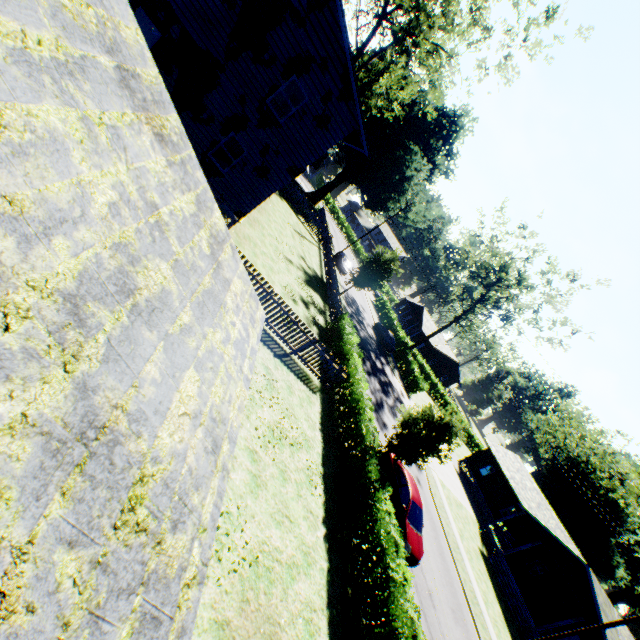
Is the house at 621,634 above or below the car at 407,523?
above

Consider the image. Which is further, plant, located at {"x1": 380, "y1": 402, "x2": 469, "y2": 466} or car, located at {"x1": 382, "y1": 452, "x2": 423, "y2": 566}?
plant, located at {"x1": 380, "y1": 402, "x2": 469, "y2": 466}

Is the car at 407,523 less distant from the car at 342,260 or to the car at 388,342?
the car at 388,342

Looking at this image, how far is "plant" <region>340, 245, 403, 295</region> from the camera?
30.39m

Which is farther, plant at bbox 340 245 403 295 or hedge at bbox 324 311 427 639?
plant at bbox 340 245 403 295

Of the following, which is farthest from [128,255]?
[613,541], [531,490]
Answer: [613,541]

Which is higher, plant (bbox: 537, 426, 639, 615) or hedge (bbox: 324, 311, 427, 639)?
plant (bbox: 537, 426, 639, 615)

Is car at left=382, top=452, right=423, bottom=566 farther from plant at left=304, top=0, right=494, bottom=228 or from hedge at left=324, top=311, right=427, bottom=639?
hedge at left=324, top=311, right=427, bottom=639
